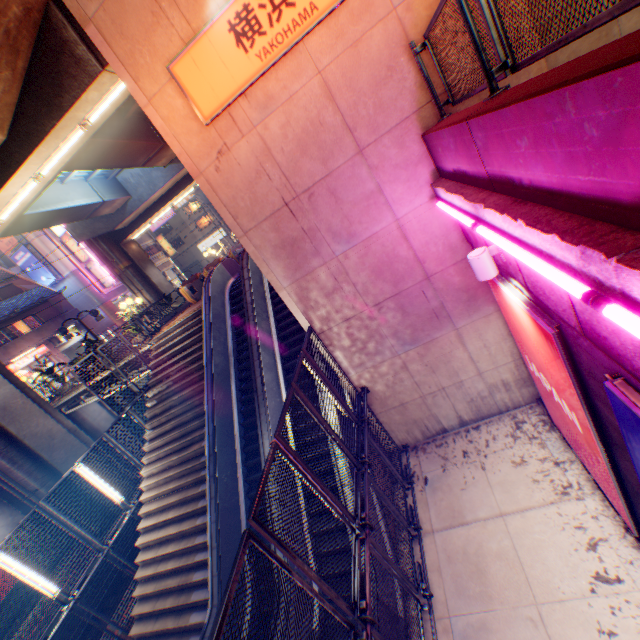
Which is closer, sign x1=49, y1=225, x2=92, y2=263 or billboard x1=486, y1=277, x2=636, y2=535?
billboard x1=486, y1=277, x2=636, y2=535

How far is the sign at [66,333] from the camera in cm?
1967

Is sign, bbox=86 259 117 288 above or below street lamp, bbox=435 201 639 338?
above

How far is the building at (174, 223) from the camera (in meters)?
56.50

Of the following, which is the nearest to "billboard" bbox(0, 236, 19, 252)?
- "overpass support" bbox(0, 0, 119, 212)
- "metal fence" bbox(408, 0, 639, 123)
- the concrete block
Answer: "metal fence" bbox(408, 0, 639, 123)

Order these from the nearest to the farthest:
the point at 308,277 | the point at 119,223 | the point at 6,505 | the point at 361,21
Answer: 1. the point at 361,21
2. the point at 308,277
3. the point at 6,505
4. the point at 119,223

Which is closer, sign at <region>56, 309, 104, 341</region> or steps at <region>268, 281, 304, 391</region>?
steps at <region>268, 281, 304, 391</region>

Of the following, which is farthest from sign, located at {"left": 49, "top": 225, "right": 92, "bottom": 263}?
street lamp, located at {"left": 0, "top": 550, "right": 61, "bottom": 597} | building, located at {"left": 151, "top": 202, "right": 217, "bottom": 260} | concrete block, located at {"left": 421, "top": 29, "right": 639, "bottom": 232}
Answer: concrete block, located at {"left": 421, "top": 29, "right": 639, "bottom": 232}
